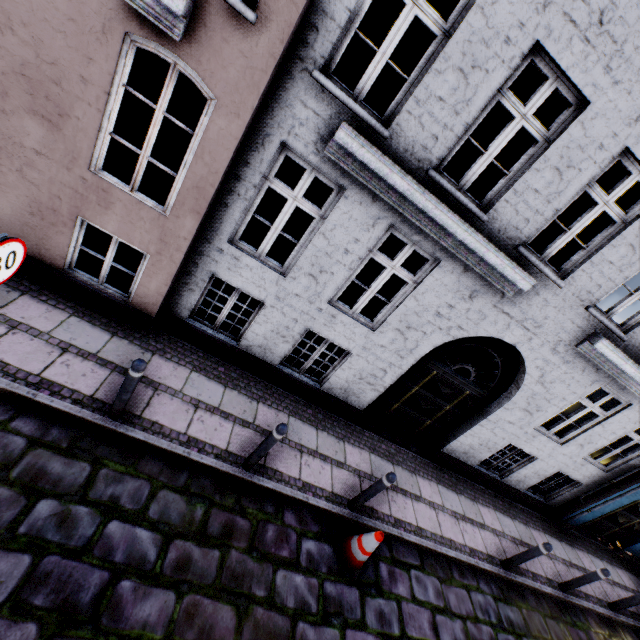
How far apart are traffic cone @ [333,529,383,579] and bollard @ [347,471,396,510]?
0.3m

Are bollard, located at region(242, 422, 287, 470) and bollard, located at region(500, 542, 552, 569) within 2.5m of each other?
no

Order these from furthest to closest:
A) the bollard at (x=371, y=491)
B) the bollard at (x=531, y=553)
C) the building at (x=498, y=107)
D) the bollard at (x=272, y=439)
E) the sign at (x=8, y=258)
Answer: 1. the bollard at (x=531, y=553)
2. the bollard at (x=371, y=491)
3. the bollard at (x=272, y=439)
4. the building at (x=498, y=107)
5. the sign at (x=8, y=258)

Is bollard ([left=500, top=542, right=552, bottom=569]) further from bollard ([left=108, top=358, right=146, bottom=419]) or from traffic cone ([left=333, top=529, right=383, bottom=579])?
bollard ([left=108, top=358, right=146, bottom=419])

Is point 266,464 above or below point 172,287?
below

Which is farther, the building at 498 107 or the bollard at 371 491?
the bollard at 371 491

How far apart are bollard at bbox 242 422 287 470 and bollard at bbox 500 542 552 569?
5.8m

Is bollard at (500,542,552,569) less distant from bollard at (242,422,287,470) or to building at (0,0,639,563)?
building at (0,0,639,563)
